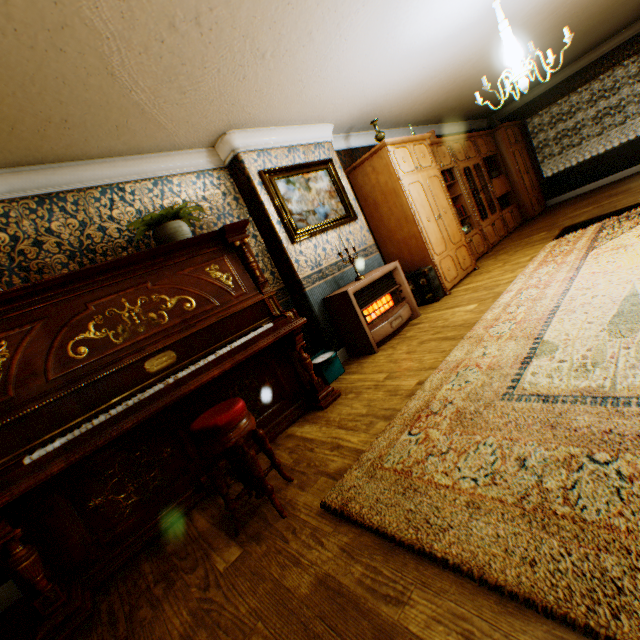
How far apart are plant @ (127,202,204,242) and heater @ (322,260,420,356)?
1.9m

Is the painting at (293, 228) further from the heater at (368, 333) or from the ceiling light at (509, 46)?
the ceiling light at (509, 46)

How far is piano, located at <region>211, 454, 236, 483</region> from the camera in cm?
265

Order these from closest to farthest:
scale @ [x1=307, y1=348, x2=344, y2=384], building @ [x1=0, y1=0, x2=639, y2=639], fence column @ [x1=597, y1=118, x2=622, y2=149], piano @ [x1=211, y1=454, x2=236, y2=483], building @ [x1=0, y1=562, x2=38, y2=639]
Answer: building @ [x1=0, y1=0, x2=639, y2=639], building @ [x1=0, y1=562, x2=38, y2=639], piano @ [x1=211, y1=454, x2=236, y2=483], scale @ [x1=307, y1=348, x2=344, y2=384], fence column @ [x1=597, y1=118, x2=622, y2=149]

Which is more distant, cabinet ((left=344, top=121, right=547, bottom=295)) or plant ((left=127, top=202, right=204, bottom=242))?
cabinet ((left=344, top=121, right=547, bottom=295))

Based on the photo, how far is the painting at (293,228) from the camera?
4.2 meters

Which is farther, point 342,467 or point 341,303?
point 341,303

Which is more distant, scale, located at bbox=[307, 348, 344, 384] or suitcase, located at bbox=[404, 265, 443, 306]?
suitcase, located at bbox=[404, 265, 443, 306]
